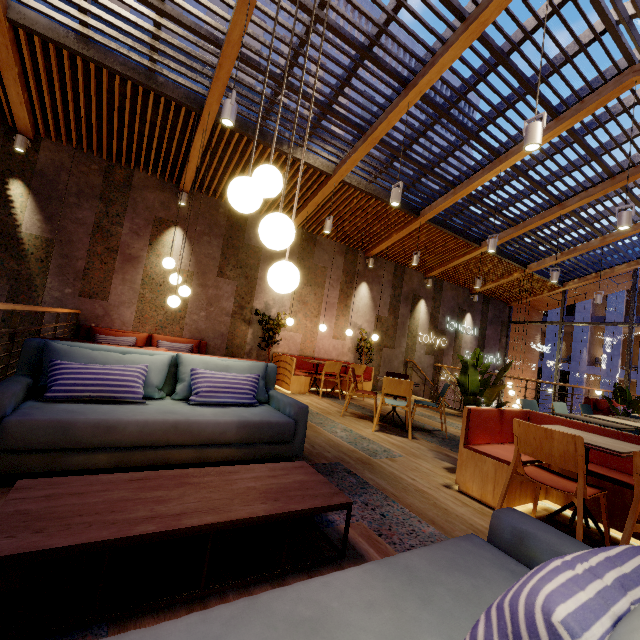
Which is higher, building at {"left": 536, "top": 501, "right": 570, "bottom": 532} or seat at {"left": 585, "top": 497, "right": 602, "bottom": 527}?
seat at {"left": 585, "top": 497, "right": 602, "bottom": 527}

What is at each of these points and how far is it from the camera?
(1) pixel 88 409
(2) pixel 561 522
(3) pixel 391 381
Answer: (1) couch, 2.4m
(2) building, 2.7m
(3) chair, 4.9m

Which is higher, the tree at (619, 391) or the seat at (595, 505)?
the tree at (619, 391)

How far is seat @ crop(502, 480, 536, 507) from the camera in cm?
276

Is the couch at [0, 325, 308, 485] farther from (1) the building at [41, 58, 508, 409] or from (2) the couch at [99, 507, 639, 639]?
(2) the couch at [99, 507, 639, 639]

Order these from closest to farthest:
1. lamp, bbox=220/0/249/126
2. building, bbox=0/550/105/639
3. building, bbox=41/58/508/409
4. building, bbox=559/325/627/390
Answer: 1. building, bbox=0/550/105/639
2. lamp, bbox=220/0/249/126
3. building, bbox=41/58/508/409
4. building, bbox=559/325/627/390

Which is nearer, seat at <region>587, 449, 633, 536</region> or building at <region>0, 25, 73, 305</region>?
seat at <region>587, 449, 633, 536</region>

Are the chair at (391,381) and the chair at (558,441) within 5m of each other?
yes
